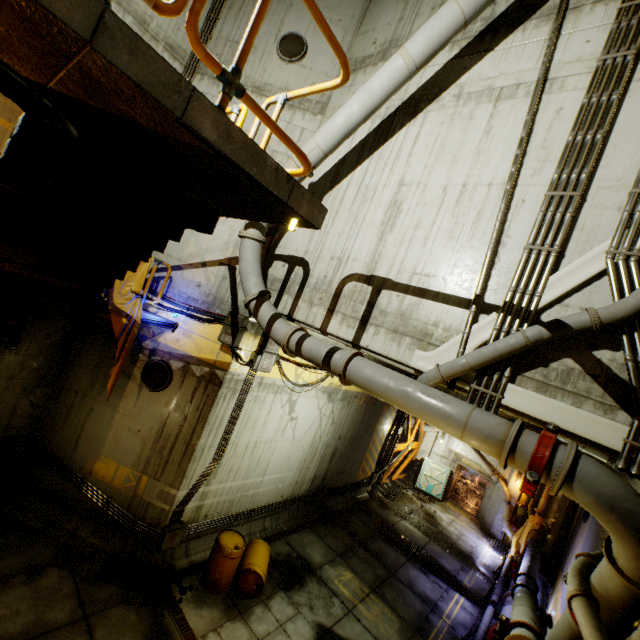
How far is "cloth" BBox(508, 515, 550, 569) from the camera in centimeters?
1372cm

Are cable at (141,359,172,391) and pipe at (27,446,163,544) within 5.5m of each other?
yes

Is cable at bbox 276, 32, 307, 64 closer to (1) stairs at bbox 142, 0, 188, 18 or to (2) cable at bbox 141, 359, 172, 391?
(1) stairs at bbox 142, 0, 188, 18

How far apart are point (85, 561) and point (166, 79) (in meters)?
10.36

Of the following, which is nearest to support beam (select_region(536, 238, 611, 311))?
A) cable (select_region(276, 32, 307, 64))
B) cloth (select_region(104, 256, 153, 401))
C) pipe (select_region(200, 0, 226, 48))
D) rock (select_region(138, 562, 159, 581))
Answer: cloth (select_region(104, 256, 153, 401))

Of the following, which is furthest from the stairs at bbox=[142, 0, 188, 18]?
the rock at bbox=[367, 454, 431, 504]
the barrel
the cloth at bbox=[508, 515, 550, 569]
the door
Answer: the door

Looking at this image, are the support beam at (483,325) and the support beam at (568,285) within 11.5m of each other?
yes

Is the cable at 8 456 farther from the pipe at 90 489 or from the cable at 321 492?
the cable at 321 492
